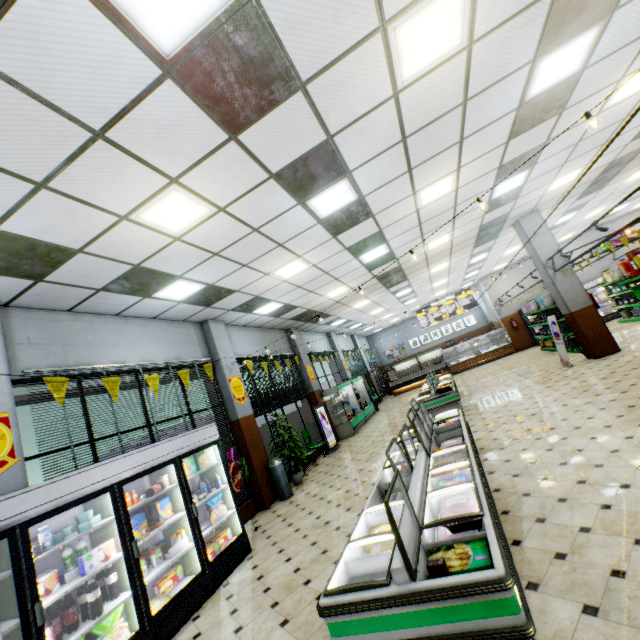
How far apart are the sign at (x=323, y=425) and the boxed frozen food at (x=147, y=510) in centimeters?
729cm

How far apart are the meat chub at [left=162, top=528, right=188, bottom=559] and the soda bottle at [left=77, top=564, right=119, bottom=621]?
0.97m

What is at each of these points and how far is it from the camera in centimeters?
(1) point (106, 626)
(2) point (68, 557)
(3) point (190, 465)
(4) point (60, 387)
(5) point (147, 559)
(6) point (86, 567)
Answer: (1) boxed frozen food, 356cm
(2) milk bottle, 369cm
(3) boxed frozen food, 538cm
(4) banner sign, 482cm
(5) broth carton, 452cm
(6) boxed frozen food, 357cm

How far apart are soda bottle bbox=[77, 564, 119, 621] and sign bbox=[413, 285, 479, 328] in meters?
21.4 m

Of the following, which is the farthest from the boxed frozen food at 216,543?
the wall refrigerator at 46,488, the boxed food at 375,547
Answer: the boxed food at 375,547

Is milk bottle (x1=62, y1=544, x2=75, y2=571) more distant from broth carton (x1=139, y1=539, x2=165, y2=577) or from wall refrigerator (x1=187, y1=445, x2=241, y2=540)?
broth carton (x1=139, y1=539, x2=165, y2=577)

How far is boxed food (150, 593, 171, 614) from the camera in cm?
404

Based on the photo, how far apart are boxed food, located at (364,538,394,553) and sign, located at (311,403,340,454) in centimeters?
837cm
